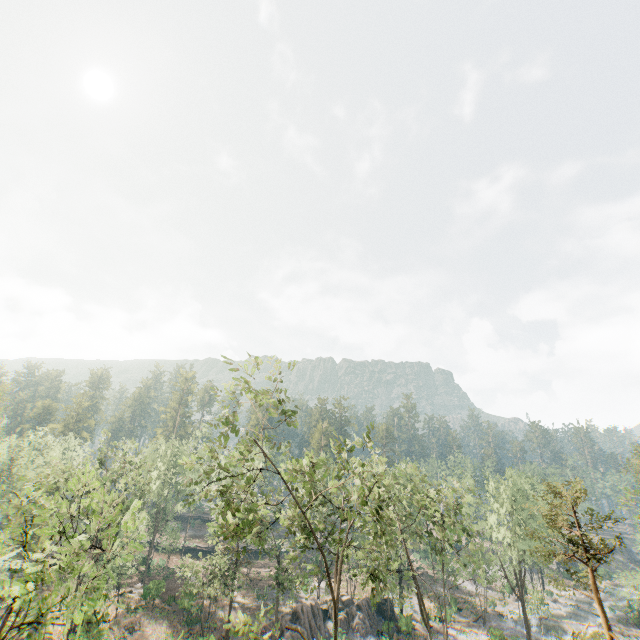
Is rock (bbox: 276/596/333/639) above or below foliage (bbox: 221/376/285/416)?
below

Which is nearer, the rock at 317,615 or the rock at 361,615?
the rock at 317,615

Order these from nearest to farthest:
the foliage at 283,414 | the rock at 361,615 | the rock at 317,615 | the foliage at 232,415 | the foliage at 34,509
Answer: the foliage at 34,509
the foliage at 283,414
the foliage at 232,415
the rock at 317,615
the rock at 361,615

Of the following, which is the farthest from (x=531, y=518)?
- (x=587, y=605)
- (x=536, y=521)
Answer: (x=587, y=605)

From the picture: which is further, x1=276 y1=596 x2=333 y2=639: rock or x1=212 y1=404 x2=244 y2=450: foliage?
x1=276 y1=596 x2=333 y2=639: rock

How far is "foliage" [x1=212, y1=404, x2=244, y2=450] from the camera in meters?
17.7 m

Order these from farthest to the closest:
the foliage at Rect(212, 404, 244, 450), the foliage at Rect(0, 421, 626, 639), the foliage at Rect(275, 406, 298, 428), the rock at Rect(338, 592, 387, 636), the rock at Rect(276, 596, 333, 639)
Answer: the rock at Rect(338, 592, 387, 636), the rock at Rect(276, 596, 333, 639), the foliage at Rect(212, 404, 244, 450), the foliage at Rect(275, 406, 298, 428), the foliage at Rect(0, 421, 626, 639)
